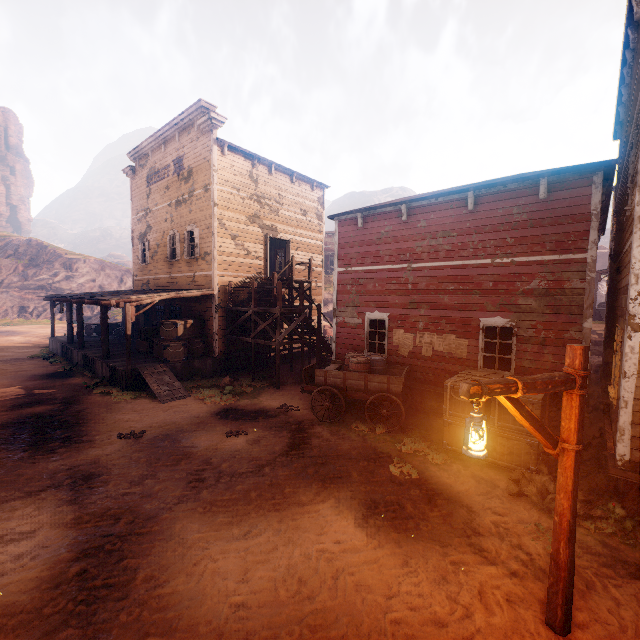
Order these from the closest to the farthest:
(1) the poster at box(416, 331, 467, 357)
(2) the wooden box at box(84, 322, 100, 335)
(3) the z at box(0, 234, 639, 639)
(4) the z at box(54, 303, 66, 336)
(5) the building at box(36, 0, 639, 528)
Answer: (3) the z at box(0, 234, 639, 639) < (5) the building at box(36, 0, 639, 528) < (1) the poster at box(416, 331, 467, 357) < (2) the wooden box at box(84, 322, 100, 335) < (4) the z at box(54, 303, 66, 336)

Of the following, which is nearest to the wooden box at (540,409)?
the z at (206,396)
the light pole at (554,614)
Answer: the z at (206,396)

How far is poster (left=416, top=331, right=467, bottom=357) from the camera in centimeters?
990cm

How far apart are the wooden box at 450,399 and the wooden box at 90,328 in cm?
2336

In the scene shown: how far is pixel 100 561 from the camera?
4.7m

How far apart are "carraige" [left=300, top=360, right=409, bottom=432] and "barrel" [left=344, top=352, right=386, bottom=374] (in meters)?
0.02

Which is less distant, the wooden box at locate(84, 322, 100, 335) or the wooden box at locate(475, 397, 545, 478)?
the wooden box at locate(475, 397, 545, 478)

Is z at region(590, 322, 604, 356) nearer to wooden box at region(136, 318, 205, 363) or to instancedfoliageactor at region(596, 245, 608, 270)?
wooden box at region(136, 318, 205, 363)
